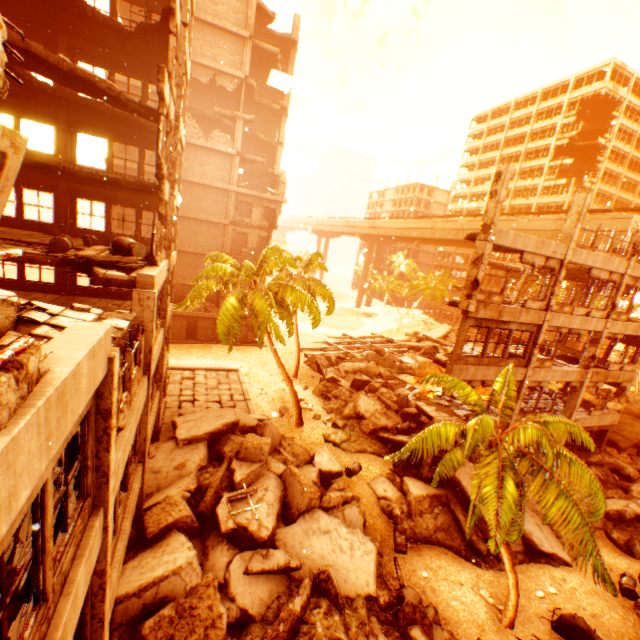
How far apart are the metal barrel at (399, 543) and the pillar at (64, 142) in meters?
21.9

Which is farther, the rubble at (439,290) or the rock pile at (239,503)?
the rubble at (439,290)

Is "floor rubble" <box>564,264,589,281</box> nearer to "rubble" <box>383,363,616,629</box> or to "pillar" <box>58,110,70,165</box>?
"rubble" <box>383,363,616,629</box>

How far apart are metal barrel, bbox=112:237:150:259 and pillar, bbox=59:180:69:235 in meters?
8.7 m

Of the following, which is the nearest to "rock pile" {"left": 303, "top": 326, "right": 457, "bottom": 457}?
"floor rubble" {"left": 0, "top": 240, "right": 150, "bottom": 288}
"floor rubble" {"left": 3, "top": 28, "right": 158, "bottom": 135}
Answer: "floor rubble" {"left": 0, "top": 240, "right": 150, "bottom": 288}

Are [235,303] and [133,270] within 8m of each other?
yes

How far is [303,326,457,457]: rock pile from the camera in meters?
19.4

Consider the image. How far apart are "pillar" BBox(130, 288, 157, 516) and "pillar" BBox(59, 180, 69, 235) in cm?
1040
